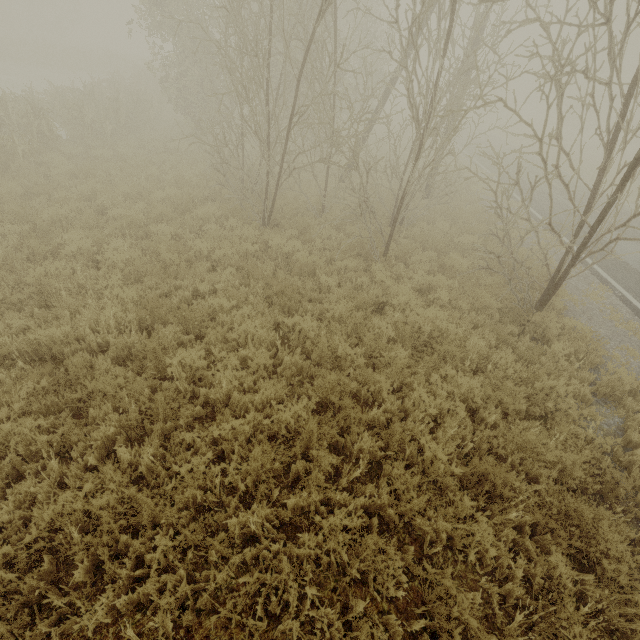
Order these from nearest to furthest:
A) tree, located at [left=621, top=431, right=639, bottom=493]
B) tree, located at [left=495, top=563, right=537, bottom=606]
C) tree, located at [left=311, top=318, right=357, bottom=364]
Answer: tree, located at [left=495, top=563, right=537, bottom=606] → tree, located at [left=621, top=431, right=639, bottom=493] → tree, located at [left=311, top=318, right=357, bottom=364]

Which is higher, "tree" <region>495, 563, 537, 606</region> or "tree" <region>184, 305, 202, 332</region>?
"tree" <region>184, 305, 202, 332</region>

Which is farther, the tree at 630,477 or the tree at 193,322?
the tree at 193,322

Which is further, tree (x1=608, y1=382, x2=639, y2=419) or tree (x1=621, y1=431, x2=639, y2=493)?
tree (x1=608, y1=382, x2=639, y2=419)

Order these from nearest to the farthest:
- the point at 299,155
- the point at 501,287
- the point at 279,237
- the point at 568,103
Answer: the point at 501,287
the point at 279,237
the point at 299,155
the point at 568,103

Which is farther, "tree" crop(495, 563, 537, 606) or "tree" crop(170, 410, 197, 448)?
"tree" crop(170, 410, 197, 448)

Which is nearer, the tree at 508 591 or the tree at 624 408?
the tree at 508 591
